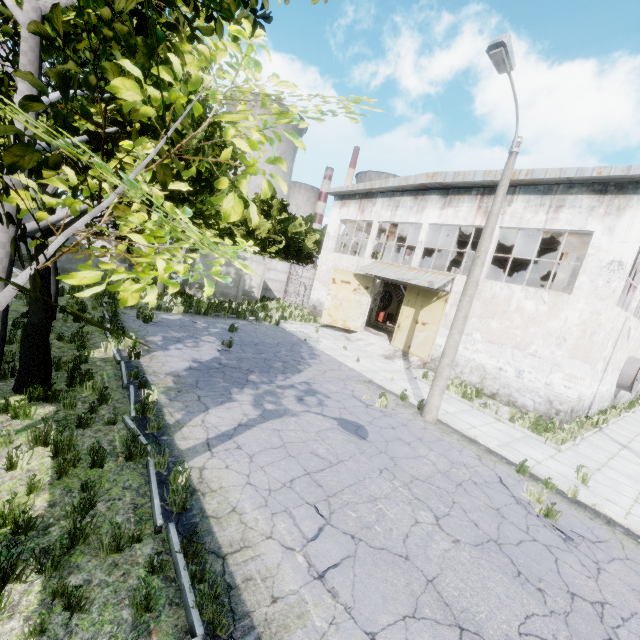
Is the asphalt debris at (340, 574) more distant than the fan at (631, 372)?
No

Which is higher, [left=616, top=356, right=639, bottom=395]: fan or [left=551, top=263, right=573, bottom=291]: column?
[left=551, top=263, right=573, bottom=291]: column

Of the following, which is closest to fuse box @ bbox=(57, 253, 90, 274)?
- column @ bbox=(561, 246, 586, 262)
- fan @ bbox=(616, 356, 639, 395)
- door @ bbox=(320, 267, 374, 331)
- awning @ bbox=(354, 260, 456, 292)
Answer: door @ bbox=(320, 267, 374, 331)

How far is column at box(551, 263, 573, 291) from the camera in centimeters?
1688cm

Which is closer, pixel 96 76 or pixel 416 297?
pixel 96 76

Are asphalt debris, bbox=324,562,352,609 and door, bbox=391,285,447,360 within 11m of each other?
no

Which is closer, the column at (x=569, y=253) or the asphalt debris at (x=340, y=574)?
the asphalt debris at (x=340, y=574)

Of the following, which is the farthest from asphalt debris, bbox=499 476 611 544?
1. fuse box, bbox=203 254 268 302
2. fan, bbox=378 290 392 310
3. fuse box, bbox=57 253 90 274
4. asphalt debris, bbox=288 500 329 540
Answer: fan, bbox=378 290 392 310
